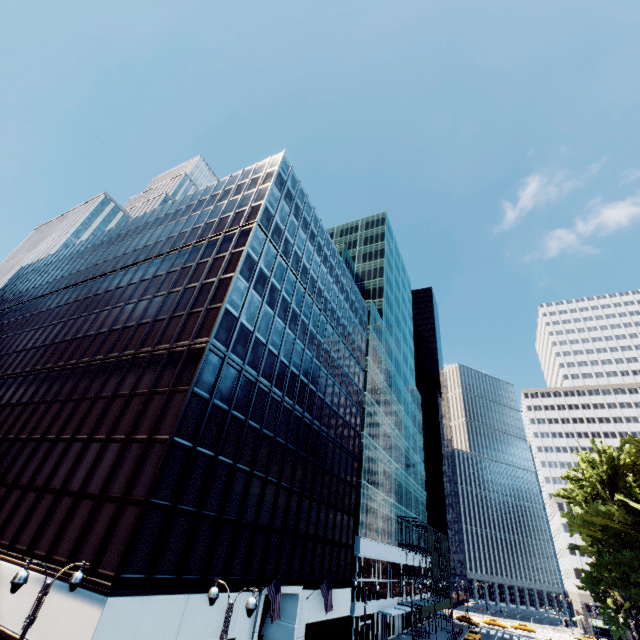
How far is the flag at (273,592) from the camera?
20.3 meters

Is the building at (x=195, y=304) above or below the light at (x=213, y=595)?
below

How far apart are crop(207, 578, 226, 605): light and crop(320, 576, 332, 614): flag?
18.72m

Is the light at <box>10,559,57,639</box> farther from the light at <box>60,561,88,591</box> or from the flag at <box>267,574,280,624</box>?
the flag at <box>267,574,280,624</box>

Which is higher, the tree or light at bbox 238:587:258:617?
the tree

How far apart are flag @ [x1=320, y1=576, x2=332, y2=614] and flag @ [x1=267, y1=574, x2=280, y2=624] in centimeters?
807cm

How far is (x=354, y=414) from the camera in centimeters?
4403cm

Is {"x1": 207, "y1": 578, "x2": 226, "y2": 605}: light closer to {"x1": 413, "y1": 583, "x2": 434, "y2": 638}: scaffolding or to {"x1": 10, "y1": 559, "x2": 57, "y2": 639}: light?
{"x1": 10, "y1": 559, "x2": 57, "y2": 639}: light
